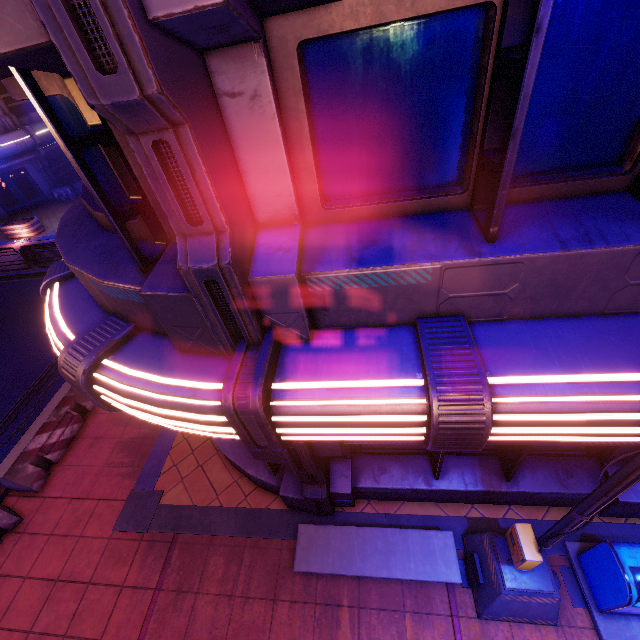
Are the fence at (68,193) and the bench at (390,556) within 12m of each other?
no

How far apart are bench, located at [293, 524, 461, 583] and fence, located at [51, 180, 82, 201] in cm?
2876

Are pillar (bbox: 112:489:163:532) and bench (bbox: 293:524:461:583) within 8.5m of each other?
yes

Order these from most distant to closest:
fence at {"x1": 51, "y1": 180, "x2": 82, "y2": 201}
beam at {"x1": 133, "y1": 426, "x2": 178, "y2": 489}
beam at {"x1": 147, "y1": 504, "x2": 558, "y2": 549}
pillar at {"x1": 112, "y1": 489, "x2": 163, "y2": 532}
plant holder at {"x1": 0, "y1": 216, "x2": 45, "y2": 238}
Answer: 1. fence at {"x1": 51, "y1": 180, "x2": 82, "y2": 201}
2. plant holder at {"x1": 0, "y1": 216, "x2": 45, "y2": 238}
3. beam at {"x1": 133, "y1": 426, "x2": 178, "y2": 489}
4. pillar at {"x1": 112, "y1": 489, "x2": 163, "y2": 532}
5. beam at {"x1": 147, "y1": 504, "x2": 558, "y2": 549}

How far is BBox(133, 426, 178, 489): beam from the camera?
7.1m

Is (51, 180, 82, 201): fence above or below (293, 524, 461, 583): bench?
below

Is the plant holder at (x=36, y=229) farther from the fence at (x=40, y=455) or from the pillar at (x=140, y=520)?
the pillar at (x=140, y=520)

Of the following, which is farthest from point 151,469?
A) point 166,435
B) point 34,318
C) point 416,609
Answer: point 34,318
